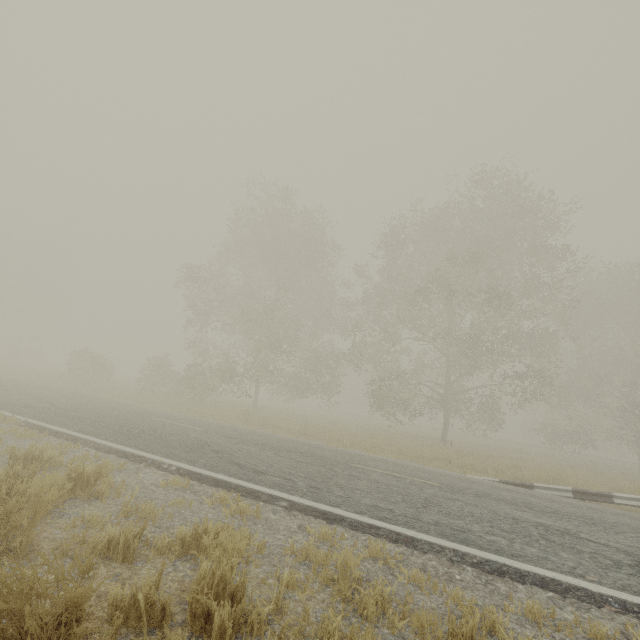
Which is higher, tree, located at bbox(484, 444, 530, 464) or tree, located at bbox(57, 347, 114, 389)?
tree, located at bbox(57, 347, 114, 389)

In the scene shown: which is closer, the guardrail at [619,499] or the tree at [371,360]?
the guardrail at [619,499]

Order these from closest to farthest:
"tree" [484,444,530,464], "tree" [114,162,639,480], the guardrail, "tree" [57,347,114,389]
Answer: the guardrail, "tree" [484,444,530,464], "tree" [114,162,639,480], "tree" [57,347,114,389]

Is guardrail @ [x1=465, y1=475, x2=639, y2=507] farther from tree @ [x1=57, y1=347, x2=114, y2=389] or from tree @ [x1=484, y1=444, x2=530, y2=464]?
tree @ [x1=57, y1=347, x2=114, y2=389]

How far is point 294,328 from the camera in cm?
2433

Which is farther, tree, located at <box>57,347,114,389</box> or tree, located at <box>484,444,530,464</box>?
tree, located at <box>57,347,114,389</box>
